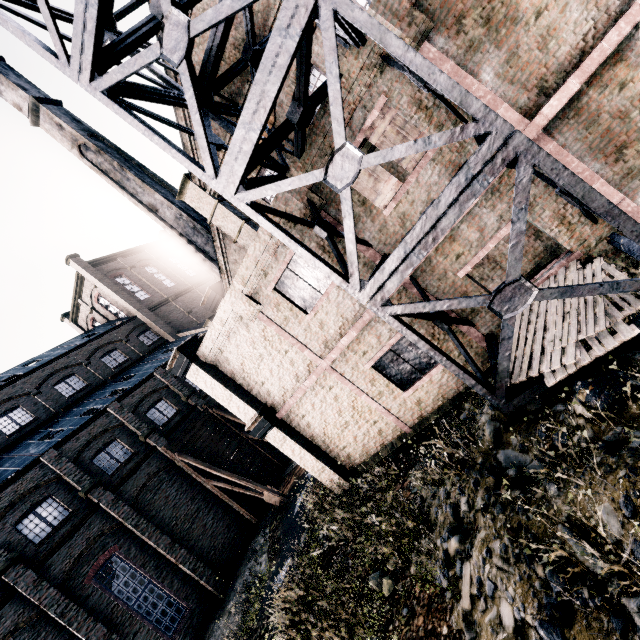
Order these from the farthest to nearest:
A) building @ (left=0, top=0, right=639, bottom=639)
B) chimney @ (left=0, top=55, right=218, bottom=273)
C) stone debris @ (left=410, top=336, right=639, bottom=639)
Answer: chimney @ (left=0, top=55, right=218, bottom=273) → building @ (left=0, top=0, right=639, bottom=639) → stone debris @ (left=410, top=336, right=639, bottom=639)

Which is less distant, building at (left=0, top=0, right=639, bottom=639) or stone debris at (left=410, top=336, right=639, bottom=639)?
stone debris at (left=410, top=336, right=639, bottom=639)

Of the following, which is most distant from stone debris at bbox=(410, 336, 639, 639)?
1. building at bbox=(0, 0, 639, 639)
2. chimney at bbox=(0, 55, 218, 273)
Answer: chimney at bbox=(0, 55, 218, 273)

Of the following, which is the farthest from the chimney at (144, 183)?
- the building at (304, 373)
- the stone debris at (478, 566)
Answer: the stone debris at (478, 566)

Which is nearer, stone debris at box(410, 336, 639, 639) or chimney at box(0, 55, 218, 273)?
stone debris at box(410, 336, 639, 639)

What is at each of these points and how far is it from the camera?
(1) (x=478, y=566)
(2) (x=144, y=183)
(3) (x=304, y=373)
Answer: (1) stone debris, 5.8m
(2) chimney, 24.3m
(3) building, 12.8m

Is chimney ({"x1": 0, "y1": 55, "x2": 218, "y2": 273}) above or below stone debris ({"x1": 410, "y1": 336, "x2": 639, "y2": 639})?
above
